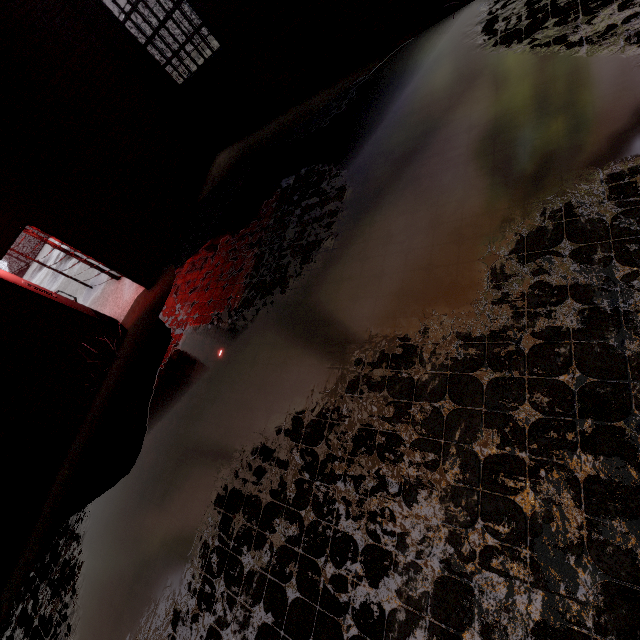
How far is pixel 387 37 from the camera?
5.17m
